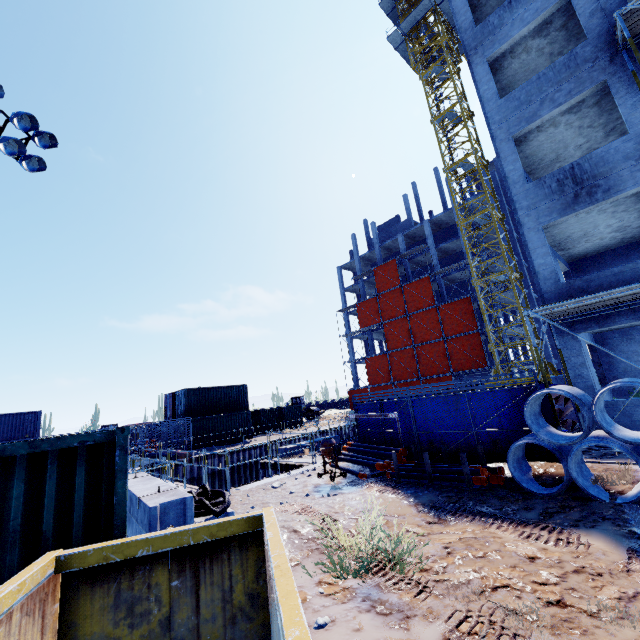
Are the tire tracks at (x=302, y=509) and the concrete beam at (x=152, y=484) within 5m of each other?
yes

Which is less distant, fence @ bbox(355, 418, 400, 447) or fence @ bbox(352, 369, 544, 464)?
fence @ bbox(352, 369, 544, 464)

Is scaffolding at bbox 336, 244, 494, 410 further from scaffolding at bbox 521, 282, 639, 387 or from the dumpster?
the dumpster

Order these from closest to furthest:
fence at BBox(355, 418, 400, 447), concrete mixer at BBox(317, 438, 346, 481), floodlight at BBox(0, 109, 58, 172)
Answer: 1. floodlight at BBox(0, 109, 58, 172)
2. concrete mixer at BBox(317, 438, 346, 481)
3. fence at BBox(355, 418, 400, 447)

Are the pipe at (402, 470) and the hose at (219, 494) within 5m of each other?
no

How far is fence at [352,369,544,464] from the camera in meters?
9.0

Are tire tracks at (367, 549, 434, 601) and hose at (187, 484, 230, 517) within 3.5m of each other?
yes

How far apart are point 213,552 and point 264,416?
31.6 meters
